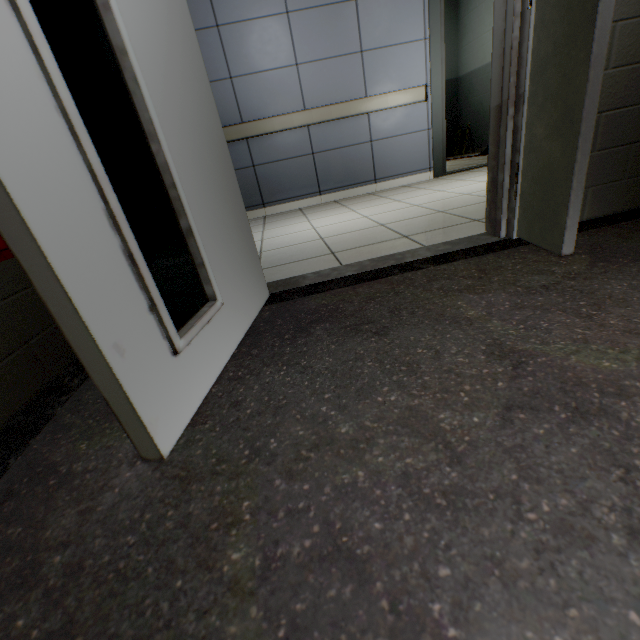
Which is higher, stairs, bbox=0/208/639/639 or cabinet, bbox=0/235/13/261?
cabinet, bbox=0/235/13/261

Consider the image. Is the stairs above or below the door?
below

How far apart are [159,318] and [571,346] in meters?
1.1 m

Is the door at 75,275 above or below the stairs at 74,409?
above

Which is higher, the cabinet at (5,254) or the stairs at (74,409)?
the cabinet at (5,254)
